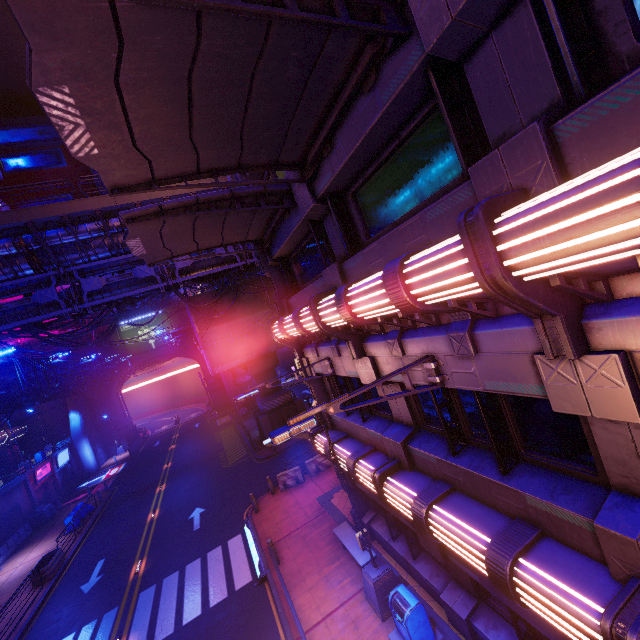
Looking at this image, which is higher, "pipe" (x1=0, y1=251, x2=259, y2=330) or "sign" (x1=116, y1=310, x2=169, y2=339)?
"sign" (x1=116, y1=310, x2=169, y2=339)

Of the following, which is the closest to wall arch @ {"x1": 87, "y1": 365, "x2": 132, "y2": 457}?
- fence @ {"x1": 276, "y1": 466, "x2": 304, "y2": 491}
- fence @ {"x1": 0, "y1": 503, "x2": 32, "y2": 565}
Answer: fence @ {"x1": 0, "y1": 503, "x2": 32, "y2": 565}

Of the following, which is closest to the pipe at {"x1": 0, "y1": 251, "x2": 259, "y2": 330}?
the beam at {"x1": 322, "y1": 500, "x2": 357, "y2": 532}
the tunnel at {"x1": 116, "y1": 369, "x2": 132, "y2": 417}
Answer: the tunnel at {"x1": 116, "y1": 369, "x2": 132, "y2": 417}

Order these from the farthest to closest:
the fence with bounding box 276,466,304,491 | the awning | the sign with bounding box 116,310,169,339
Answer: the sign with bounding box 116,310,169,339
the fence with bounding box 276,466,304,491
the awning

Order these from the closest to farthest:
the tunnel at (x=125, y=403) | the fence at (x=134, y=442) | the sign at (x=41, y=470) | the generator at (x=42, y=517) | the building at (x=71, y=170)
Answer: the generator at (x=42, y=517) < the sign at (x=41, y=470) < the fence at (x=134, y=442) < the tunnel at (x=125, y=403) < the building at (x=71, y=170)

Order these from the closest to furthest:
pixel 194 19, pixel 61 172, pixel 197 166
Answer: pixel 194 19
pixel 197 166
pixel 61 172

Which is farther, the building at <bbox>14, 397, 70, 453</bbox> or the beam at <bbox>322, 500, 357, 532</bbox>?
the building at <bbox>14, 397, 70, 453</bbox>

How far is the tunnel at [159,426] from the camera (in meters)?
52.78
